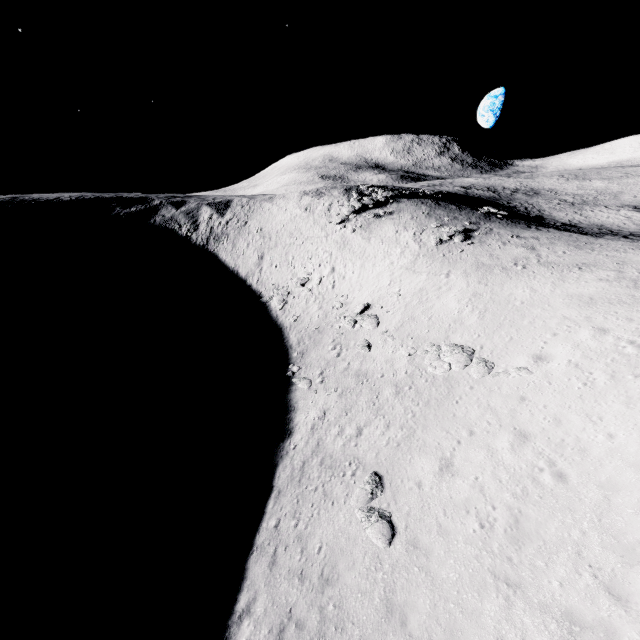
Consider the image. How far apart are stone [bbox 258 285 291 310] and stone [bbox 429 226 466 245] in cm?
1554

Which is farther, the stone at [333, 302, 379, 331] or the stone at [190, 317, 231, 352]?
the stone at [190, 317, 231, 352]

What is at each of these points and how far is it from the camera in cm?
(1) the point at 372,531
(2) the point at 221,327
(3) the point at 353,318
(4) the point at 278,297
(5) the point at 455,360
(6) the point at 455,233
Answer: (1) stone, 1148
(2) stone, 3325
(3) stone, 2853
(4) stone, 3488
(5) stone, 1930
(6) stone, 3344

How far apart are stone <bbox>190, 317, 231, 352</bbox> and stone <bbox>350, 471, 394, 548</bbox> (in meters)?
22.26

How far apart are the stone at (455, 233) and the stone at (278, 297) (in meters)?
15.54

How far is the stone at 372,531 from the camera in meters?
11.2

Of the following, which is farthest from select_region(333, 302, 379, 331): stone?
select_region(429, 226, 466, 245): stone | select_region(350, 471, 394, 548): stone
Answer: select_region(350, 471, 394, 548): stone

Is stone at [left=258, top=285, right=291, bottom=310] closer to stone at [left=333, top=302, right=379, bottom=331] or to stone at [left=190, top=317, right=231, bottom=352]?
stone at [left=190, top=317, right=231, bottom=352]
